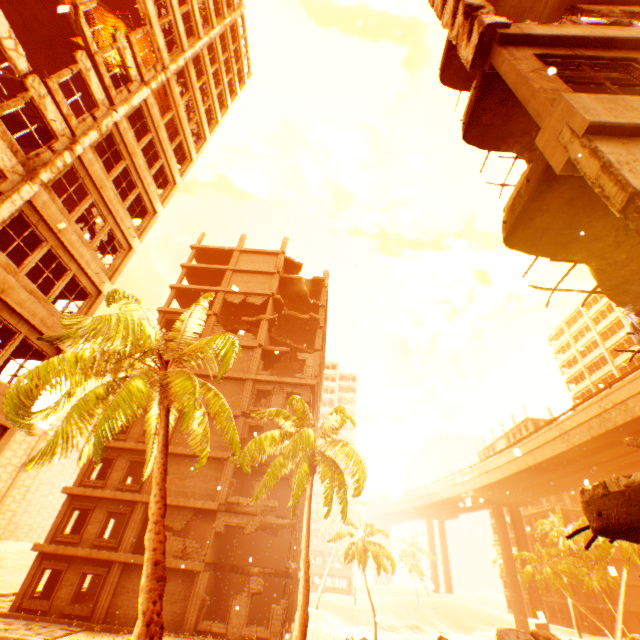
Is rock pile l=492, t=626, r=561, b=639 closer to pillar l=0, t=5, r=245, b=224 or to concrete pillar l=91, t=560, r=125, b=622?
concrete pillar l=91, t=560, r=125, b=622

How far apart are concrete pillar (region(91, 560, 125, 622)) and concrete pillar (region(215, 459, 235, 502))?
5.61m

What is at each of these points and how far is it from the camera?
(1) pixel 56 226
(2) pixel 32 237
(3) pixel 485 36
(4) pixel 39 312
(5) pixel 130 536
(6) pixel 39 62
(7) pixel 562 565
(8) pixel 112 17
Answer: (1) wall corner piece, 11.6m
(2) floor rubble, 12.2m
(3) pillar, 4.7m
(4) wall corner piece, 11.2m
(5) concrete pillar, 19.7m
(6) floor rubble, 15.5m
(7) rubble, 38.6m
(8) floor rubble, 16.2m

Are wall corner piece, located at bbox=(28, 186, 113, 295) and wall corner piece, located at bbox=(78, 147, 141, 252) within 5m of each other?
yes

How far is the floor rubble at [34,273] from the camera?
13.52m

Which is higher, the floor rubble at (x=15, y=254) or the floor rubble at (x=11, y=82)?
the floor rubble at (x=11, y=82)

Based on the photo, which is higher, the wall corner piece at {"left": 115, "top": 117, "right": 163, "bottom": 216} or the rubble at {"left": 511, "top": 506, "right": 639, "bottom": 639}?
the wall corner piece at {"left": 115, "top": 117, "right": 163, "bottom": 216}

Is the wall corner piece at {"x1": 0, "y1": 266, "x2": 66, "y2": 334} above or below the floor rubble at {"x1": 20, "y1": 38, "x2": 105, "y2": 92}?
below
